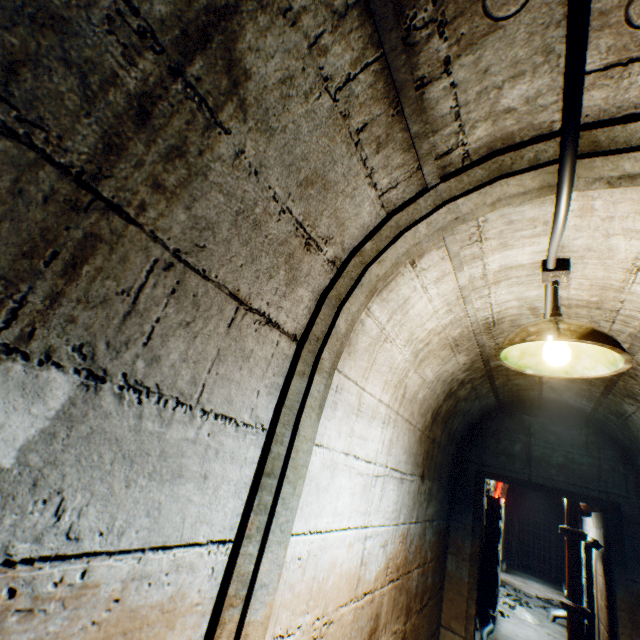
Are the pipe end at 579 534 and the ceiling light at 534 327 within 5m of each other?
no

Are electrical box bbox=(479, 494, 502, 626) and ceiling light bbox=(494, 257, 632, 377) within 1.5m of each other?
no

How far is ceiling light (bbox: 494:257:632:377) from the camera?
1.25m

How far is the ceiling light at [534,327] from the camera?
1.2m

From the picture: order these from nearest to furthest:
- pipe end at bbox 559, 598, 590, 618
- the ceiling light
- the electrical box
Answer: the ceiling light, pipe end at bbox 559, 598, 590, 618, the electrical box

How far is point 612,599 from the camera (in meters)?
4.34

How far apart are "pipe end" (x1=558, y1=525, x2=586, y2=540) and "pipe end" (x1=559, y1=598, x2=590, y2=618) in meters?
0.9

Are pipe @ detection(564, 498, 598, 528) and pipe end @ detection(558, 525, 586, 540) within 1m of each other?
yes
